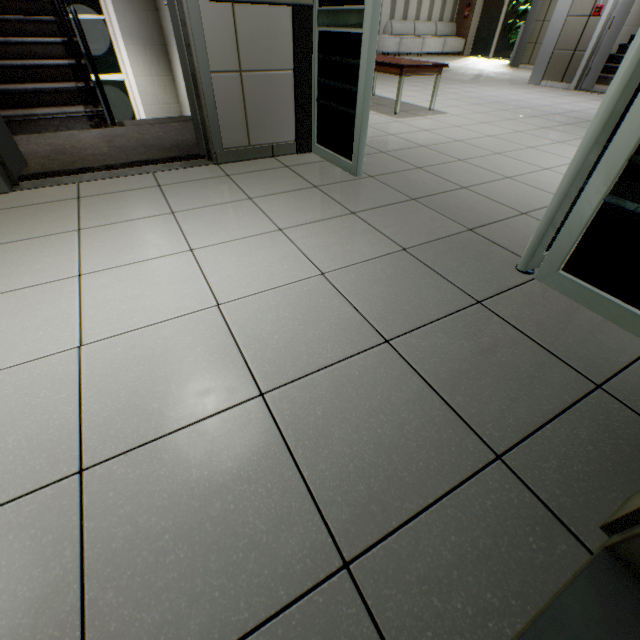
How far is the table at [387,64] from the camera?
4.07m

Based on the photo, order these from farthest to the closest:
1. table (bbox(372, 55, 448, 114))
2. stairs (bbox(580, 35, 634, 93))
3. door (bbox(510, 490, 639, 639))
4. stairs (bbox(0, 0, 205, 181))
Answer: A:
1. stairs (bbox(580, 35, 634, 93))
2. table (bbox(372, 55, 448, 114))
3. stairs (bbox(0, 0, 205, 181))
4. door (bbox(510, 490, 639, 639))

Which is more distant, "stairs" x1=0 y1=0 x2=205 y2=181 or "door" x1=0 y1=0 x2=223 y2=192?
"stairs" x1=0 y1=0 x2=205 y2=181

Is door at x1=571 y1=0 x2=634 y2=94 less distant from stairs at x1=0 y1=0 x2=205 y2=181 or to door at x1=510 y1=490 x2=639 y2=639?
stairs at x1=0 y1=0 x2=205 y2=181

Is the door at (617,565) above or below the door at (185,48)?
below

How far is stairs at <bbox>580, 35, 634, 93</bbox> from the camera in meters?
6.8 m

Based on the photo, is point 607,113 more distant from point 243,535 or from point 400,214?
point 243,535

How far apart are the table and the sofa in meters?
10.1 m
